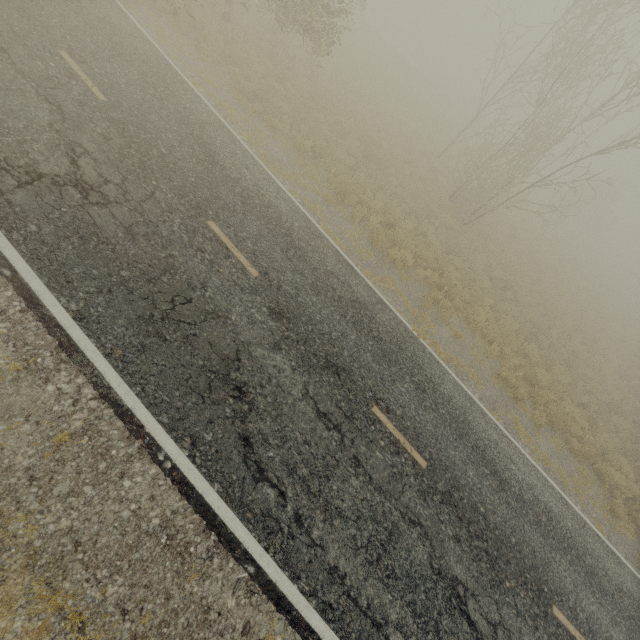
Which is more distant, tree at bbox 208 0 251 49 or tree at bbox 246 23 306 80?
tree at bbox 246 23 306 80

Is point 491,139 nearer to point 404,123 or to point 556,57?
point 556,57

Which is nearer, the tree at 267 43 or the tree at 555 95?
the tree at 555 95

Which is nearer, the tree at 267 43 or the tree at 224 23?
the tree at 224 23

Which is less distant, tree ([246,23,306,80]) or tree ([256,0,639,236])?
tree ([256,0,639,236])

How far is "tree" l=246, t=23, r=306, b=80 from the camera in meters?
14.7 m

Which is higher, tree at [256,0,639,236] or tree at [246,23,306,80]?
tree at [256,0,639,236]
